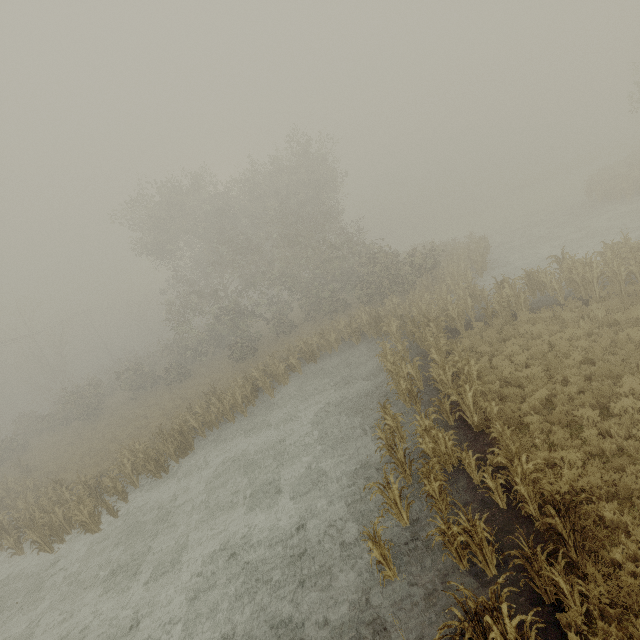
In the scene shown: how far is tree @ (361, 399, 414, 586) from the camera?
6.77m

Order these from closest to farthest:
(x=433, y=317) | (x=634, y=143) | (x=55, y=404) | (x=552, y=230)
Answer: (x=433, y=317)
(x=552, y=230)
(x=55, y=404)
(x=634, y=143)

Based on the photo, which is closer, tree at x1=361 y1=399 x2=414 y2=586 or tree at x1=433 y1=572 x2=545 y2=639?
tree at x1=433 y1=572 x2=545 y2=639

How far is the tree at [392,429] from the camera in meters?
6.8

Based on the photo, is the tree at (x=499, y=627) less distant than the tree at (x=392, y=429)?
Yes
